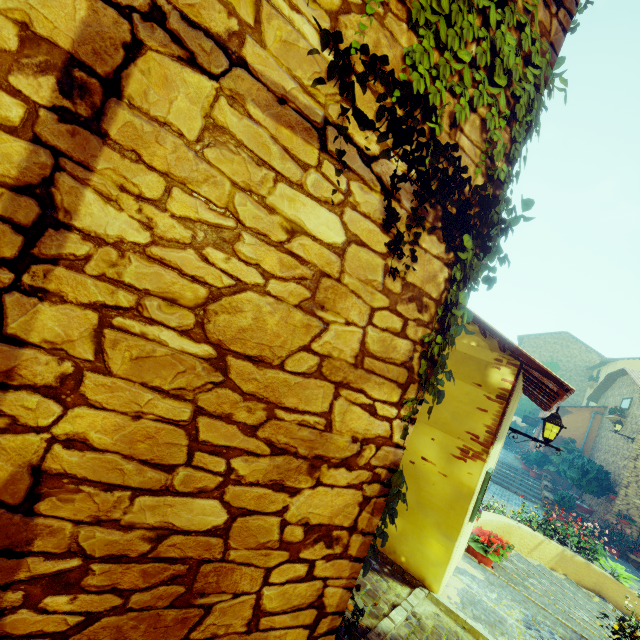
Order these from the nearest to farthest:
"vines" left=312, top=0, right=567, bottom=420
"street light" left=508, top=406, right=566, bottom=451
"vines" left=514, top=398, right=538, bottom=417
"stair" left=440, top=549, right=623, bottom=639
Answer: "vines" left=312, top=0, right=567, bottom=420 < "stair" left=440, top=549, right=623, bottom=639 < "street light" left=508, top=406, right=566, bottom=451 < "vines" left=514, top=398, right=538, bottom=417

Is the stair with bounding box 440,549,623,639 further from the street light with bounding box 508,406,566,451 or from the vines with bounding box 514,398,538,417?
the vines with bounding box 514,398,538,417

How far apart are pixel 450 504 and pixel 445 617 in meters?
1.1 m

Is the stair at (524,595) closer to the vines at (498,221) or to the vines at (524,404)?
the vines at (498,221)

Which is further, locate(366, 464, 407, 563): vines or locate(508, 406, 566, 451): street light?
locate(508, 406, 566, 451): street light

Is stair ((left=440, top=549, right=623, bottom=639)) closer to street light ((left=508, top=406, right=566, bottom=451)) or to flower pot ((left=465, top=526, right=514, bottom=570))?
flower pot ((left=465, top=526, right=514, bottom=570))

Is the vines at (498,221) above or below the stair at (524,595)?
above

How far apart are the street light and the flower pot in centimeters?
164cm
